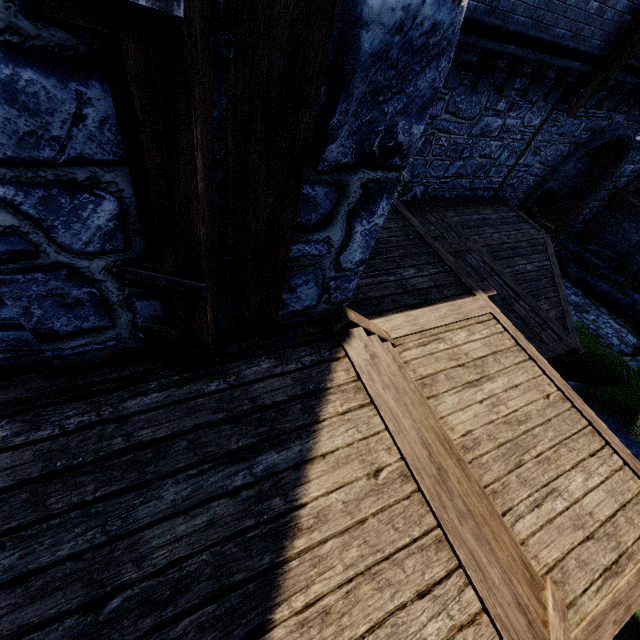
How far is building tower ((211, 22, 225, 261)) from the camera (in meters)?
1.25

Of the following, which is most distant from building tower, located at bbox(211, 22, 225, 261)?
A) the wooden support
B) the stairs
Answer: the wooden support

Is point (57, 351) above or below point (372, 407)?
above

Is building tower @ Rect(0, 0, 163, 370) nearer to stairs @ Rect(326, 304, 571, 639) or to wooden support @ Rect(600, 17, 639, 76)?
stairs @ Rect(326, 304, 571, 639)

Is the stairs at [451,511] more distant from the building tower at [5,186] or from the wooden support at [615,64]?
the wooden support at [615,64]

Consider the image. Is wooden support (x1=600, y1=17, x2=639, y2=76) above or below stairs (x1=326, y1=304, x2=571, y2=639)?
above
